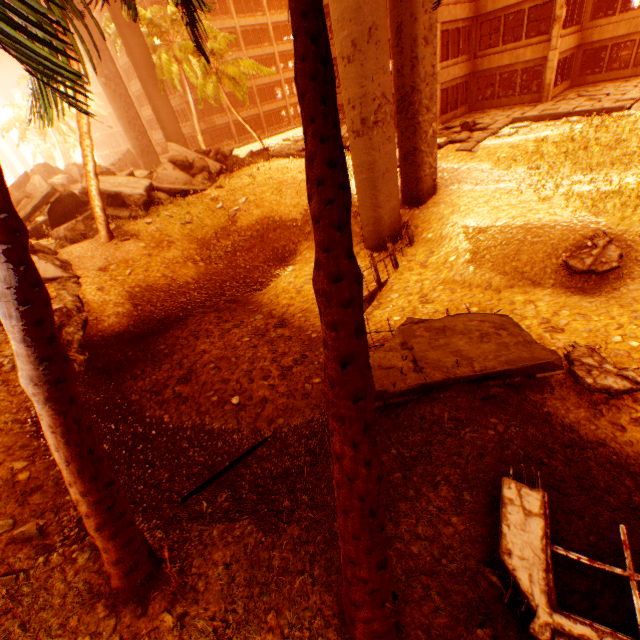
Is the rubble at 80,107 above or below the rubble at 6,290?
above

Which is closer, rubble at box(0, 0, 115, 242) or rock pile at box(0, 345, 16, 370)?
rubble at box(0, 0, 115, 242)

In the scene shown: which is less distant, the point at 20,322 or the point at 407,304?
the point at 20,322

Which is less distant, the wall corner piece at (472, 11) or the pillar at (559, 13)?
the pillar at (559, 13)

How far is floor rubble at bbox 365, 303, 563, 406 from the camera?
6.0 meters

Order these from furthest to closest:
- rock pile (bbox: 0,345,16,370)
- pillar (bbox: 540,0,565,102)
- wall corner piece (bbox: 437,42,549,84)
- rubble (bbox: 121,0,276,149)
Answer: wall corner piece (bbox: 437,42,549,84) < pillar (bbox: 540,0,565,102) < rock pile (bbox: 0,345,16,370) < rubble (bbox: 121,0,276,149)

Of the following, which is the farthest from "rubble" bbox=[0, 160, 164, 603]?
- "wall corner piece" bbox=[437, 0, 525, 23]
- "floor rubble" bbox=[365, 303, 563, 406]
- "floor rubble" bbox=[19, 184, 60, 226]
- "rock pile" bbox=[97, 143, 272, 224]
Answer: "wall corner piece" bbox=[437, 0, 525, 23]

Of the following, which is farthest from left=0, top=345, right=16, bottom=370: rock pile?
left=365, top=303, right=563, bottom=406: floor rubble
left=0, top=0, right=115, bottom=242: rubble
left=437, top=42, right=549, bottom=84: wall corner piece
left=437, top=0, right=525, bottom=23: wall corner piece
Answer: left=437, top=0, right=525, bottom=23: wall corner piece
